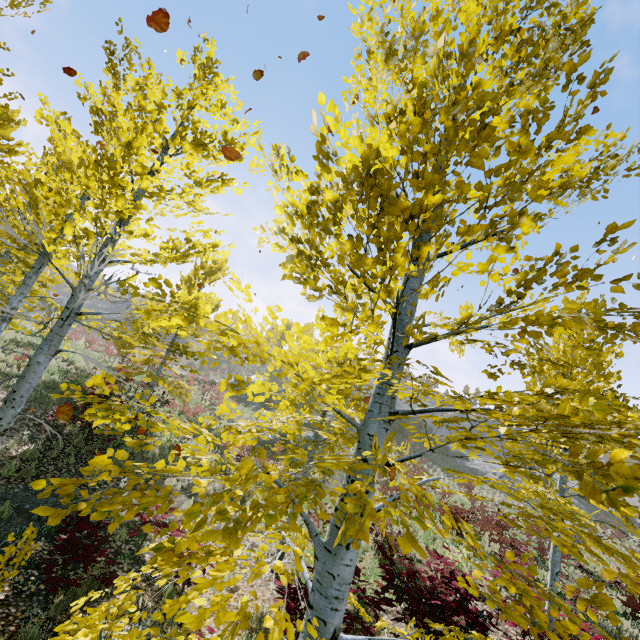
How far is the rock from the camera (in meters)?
28.17

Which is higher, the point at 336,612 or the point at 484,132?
the point at 484,132

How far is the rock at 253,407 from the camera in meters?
28.2

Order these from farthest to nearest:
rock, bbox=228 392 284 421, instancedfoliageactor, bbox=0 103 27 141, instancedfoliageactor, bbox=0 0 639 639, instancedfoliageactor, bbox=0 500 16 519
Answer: rock, bbox=228 392 284 421
instancedfoliageactor, bbox=0 500 16 519
instancedfoliageactor, bbox=0 103 27 141
instancedfoliageactor, bbox=0 0 639 639

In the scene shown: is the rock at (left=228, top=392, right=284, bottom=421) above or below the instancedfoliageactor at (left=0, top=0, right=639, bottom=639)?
above

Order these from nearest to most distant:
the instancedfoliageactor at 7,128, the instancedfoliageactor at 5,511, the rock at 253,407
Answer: the instancedfoliageactor at 7,128
the instancedfoliageactor at 5,511
the rock at 253,407

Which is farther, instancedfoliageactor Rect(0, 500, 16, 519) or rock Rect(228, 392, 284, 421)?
rock Rect(228, 392, 284, 421)
